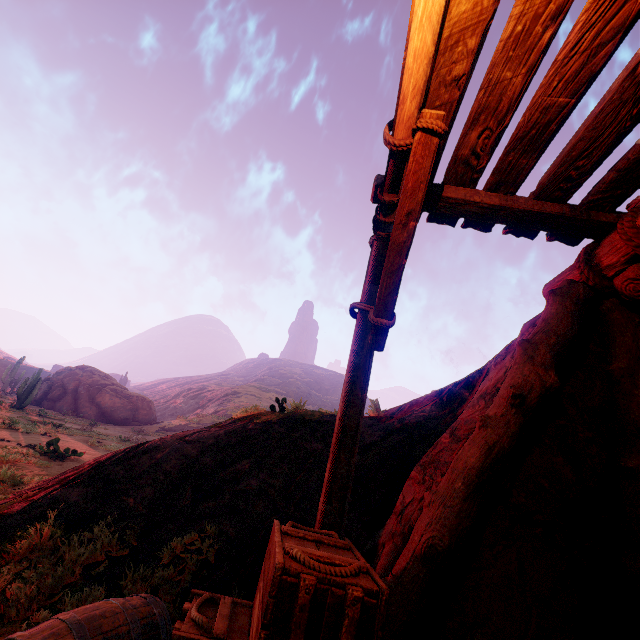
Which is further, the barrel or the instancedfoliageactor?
the instancedfoliageactor

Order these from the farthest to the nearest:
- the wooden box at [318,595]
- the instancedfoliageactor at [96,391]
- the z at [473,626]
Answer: the instancedfoliageactor at [96,391] < the z at [473,626] < the wooden box at [318,595]

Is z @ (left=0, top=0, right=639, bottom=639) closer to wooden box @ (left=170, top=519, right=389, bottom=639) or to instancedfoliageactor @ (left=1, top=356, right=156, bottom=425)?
wooden box @ (left=170, top=519, right=389, bottom=639)

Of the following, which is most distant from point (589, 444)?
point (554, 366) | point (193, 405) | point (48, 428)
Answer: point (193, 405)

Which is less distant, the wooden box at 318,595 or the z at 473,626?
the wooden box at 318,595

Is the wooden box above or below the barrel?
above

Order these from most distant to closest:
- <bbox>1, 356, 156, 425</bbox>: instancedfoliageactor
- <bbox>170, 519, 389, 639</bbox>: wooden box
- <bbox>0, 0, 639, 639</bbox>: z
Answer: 1. <bbox>1, 356, 156, 425</bbox>: instancedfoliageactor
2. <bbox>0, 0, 639, 639</bbox>: z
3. <bbox>170, 519, 389, 639</bbox>: wooden box
